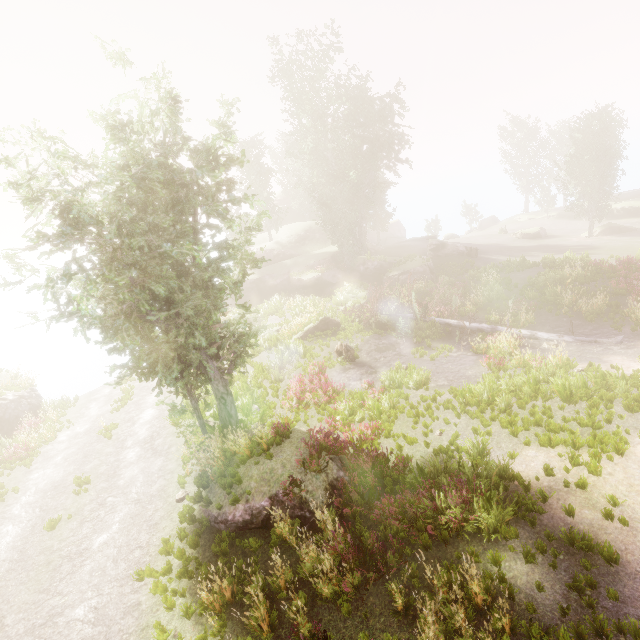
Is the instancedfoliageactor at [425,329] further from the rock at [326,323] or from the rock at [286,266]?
the rock at [326,323]

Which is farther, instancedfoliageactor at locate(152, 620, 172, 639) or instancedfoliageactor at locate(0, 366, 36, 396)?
instancedfoliageactor at locate(0, 366, 36, 396)

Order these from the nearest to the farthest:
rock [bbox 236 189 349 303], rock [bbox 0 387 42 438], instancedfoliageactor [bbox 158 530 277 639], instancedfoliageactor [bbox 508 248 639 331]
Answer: instancedfoliageactor [bbox 158 530 277 639], instancedfoliageactor [bbox 508 248 639 331], rock [bbox 0 387 42 438], rock [bbox 236 189 349 303]

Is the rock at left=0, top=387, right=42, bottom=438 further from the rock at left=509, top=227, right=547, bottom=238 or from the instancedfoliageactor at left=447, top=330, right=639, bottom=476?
the rock at left=509, top=227, right=547, bottom=238

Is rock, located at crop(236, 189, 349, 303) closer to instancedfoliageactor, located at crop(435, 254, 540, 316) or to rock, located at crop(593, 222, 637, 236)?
instancedfoliageactor, located at crop(435, 254, 540, 316)

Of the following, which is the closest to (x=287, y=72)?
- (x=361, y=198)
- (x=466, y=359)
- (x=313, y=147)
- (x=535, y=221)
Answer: (x=313, y=147)

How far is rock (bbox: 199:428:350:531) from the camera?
9.09m

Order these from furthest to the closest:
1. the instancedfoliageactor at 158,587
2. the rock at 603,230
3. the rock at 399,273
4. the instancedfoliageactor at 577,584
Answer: the rock at 603,230
the rock at 399,273
the instancedfoliageactor at 158,587
the instancedfoliageactor at 577,584
